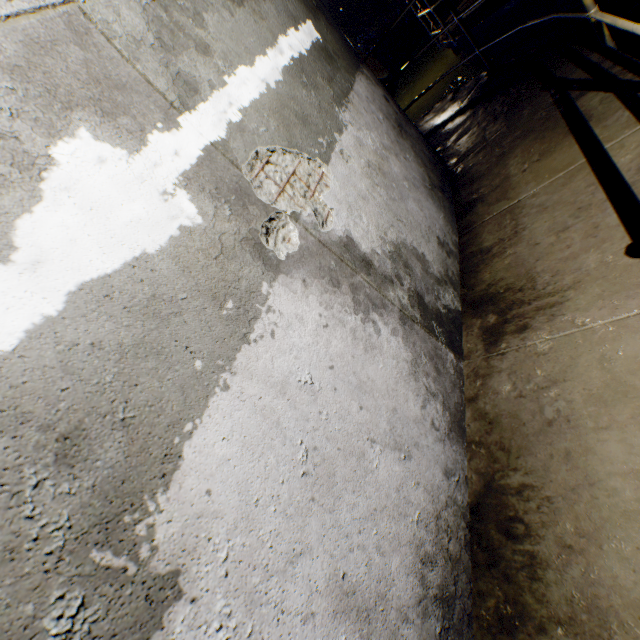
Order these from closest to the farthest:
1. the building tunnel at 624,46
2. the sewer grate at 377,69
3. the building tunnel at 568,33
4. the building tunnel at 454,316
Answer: the building tunnel at 454,316 < the building tunnel at 624,46 < the building tunnel at 568,33 < the sewer grate at 377,69

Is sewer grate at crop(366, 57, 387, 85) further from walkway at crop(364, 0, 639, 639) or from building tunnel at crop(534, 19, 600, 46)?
walkway at crop(364, 0, 639, 639)

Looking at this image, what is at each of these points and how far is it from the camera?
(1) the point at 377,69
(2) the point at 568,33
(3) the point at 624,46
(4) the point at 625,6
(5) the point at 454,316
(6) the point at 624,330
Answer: (1) sewer grate, 11.4 meters
(2) building tunnel, 4.8 meters
(3) building tunnel, 3.9 meters
(4) building tunnel, 4.1 meters
(5) building tunnel, 2.1 meters
(6) walkway, 1.4 meters

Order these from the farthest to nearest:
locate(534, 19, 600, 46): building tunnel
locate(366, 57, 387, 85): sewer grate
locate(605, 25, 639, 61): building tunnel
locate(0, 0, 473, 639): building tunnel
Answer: locate(366, 57, 387, 85): sewer grate → locate(534, 19, 600, 46): building tunnel → locate(605, 25, 639, 61): building tunnel → locate(0, 0, 473, 639): building tunnel

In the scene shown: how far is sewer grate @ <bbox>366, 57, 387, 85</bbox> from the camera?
10.9 meters

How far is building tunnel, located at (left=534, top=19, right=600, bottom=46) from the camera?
4.51m

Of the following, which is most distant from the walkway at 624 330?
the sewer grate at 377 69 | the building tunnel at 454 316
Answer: the sewer grate at 377 69
